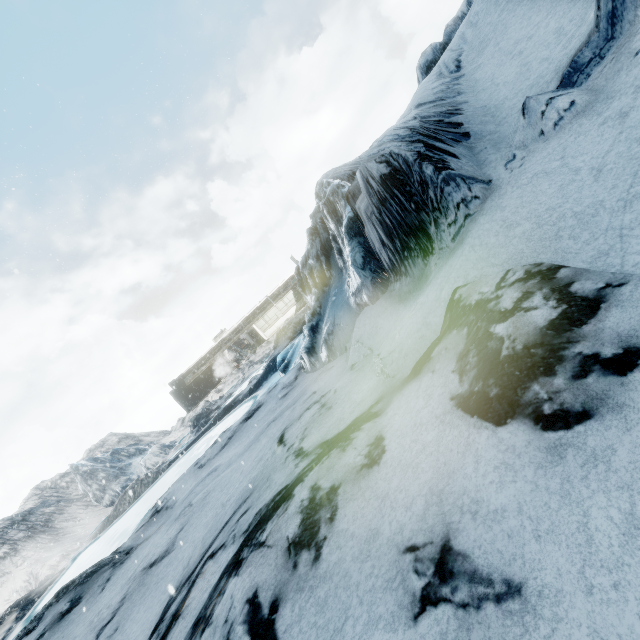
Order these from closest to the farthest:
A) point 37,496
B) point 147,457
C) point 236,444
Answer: point 236,444, point 147,457, point 37,496
